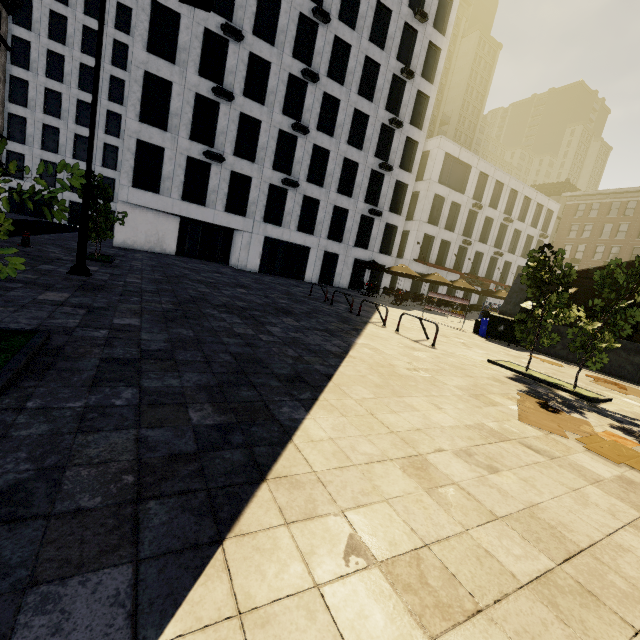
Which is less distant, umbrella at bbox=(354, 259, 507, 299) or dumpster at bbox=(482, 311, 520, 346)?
dumpster at bbox=(482, 311, 520, 346)

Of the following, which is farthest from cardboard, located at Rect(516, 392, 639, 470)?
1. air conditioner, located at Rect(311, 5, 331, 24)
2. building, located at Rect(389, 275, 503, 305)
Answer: air conditioner, located at Rect(311, 5, 331, 24)

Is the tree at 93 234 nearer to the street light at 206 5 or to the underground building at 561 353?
the underground building at 561 353

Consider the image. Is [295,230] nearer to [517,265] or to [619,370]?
[619,370]

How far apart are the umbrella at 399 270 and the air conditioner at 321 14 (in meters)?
19.54

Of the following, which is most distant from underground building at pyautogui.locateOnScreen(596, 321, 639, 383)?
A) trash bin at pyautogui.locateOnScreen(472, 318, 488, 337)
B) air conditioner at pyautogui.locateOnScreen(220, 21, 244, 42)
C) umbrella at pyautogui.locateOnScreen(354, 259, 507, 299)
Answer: air conditioner at pyautogui.locateOnScreen(220, 21, 244, 42)

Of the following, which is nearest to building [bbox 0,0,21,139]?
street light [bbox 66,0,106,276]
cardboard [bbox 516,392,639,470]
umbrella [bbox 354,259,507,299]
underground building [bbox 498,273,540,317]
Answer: street light [bbox 66,0,106,276]

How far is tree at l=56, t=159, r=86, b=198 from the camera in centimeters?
339cm
